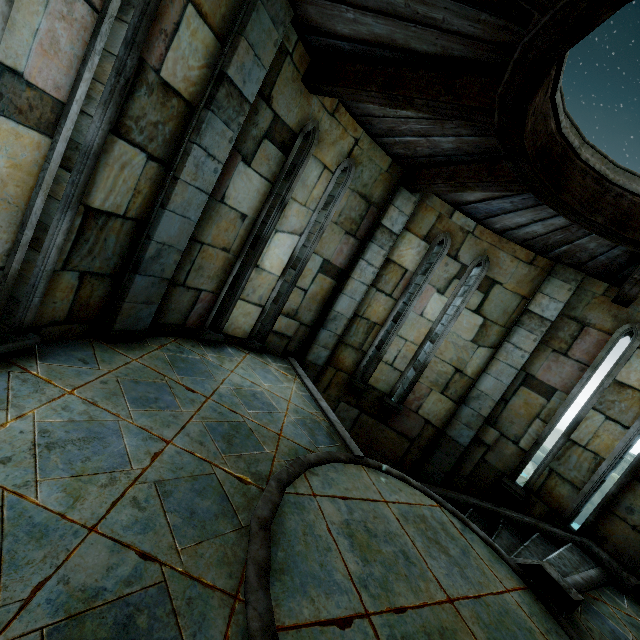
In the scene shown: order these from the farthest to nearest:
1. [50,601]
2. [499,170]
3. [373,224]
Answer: [373,224] < [499,170] < [50,601]
